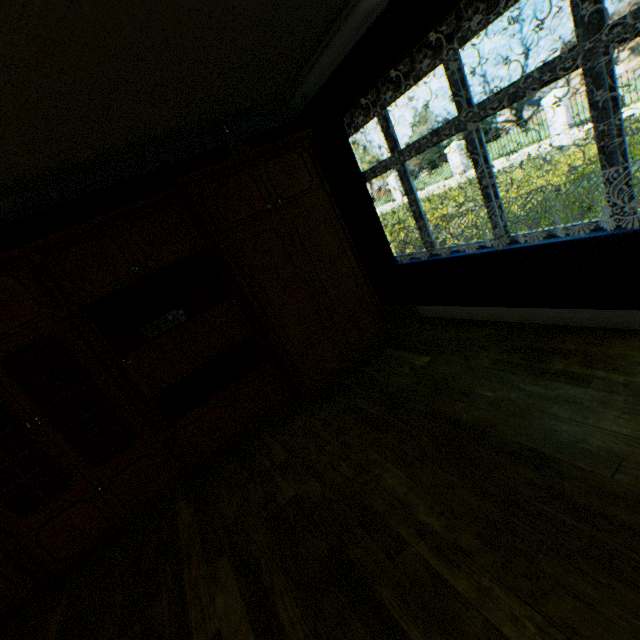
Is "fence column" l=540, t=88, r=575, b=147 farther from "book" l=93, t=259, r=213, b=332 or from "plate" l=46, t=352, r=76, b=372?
"plate" l=46, t=352, r=76, b=372

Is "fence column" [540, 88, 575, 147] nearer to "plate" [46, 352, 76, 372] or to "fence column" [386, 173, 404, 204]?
"fence column" [386, 173, 404, 204]

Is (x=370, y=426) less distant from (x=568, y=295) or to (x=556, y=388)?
(x=556, y=388)

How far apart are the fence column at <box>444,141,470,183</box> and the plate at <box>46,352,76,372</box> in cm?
2209

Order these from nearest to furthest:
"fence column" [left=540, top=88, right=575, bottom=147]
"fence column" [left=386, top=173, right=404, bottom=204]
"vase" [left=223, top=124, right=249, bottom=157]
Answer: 1. "vase" [left=223, top=124, right=249, bottom=157]
2. "fence column" [left=540, top=88, right=575, bottom=147]
3. "fence column" [left=386, top=173, right=404, bottom=204]

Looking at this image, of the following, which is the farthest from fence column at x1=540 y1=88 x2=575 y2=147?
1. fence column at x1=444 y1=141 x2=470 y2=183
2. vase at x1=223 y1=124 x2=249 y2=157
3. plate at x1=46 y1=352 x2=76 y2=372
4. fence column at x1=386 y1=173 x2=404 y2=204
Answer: plate at x1=46 y1=352 x2=76 y2=372

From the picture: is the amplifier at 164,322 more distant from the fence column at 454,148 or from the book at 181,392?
the fence column at 454,148

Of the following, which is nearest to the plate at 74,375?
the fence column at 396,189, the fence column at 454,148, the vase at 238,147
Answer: the vase at 238,147
